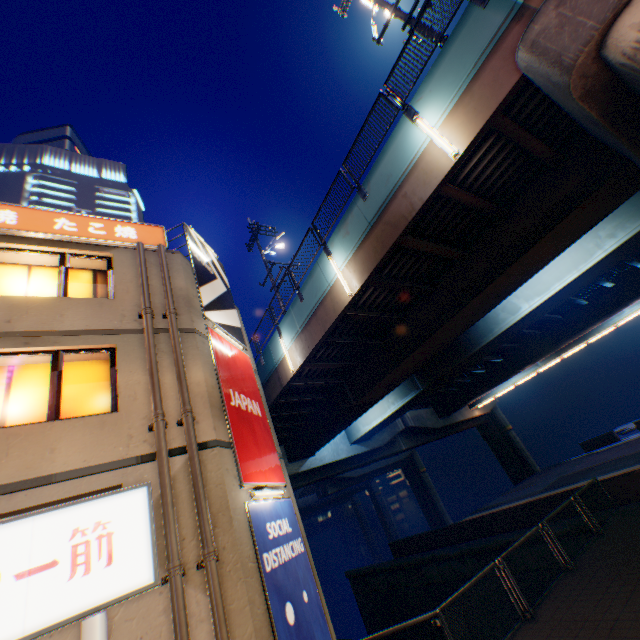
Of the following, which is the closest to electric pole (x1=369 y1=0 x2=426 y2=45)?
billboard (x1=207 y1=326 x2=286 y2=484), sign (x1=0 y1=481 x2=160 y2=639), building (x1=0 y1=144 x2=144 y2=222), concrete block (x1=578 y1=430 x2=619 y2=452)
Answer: billboard (x1=207 y1=326 x2=286 y2=484)

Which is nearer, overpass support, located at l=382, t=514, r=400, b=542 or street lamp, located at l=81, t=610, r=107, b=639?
street lamp, located at l=81, t=610, r=107, b=639

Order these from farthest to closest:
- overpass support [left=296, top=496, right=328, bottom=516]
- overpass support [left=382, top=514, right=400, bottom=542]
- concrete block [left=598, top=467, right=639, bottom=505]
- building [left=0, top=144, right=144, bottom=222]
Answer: overpass support [left=296, top=496, right=328, bottom=516] → overpass support [left=382, top=514, right=400, bottom=542] → building [left=0, top=144, right=144, bottom=222] → concrete block [left=598, top=467, right=639, bottom=505]

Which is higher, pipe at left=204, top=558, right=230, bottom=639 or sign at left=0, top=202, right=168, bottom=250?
sign at left=0, top=202, right=168, bottom=250

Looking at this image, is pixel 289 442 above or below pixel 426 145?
below

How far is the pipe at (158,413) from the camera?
6.4m

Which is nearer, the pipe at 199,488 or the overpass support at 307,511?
the pipe at 199,488

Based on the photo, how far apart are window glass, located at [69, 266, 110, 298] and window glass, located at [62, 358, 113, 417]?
1.5m
